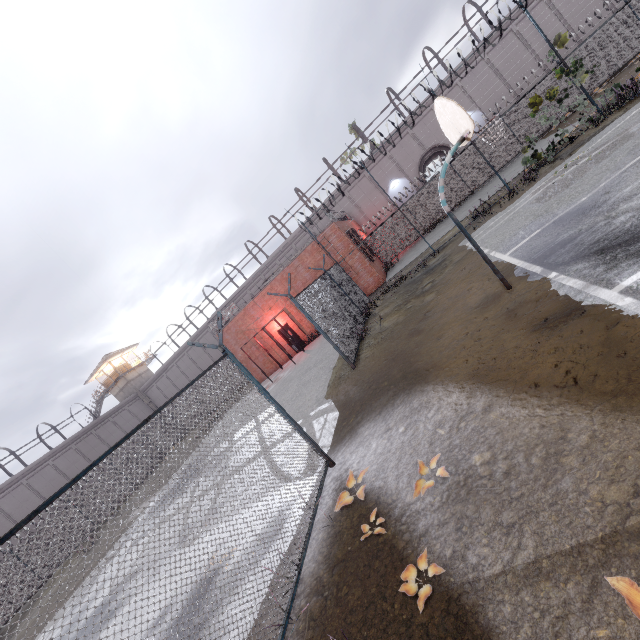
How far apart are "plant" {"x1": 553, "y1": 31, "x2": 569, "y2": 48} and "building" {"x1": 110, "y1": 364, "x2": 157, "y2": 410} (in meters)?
50.28

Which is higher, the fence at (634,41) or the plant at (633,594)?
the fence at (634,41)

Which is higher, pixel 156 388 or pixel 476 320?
pixel 156 388

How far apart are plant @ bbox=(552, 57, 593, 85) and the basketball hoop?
10.5m

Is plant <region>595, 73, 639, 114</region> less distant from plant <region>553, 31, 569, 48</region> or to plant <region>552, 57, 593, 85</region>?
plant <region>552, 57, 593, 85</region>

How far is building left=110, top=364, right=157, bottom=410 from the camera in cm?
4391

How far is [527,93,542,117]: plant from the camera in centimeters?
1295cm

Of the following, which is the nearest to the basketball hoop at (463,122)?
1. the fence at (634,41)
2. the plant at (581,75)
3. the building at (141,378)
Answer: the fence at (634,41)
